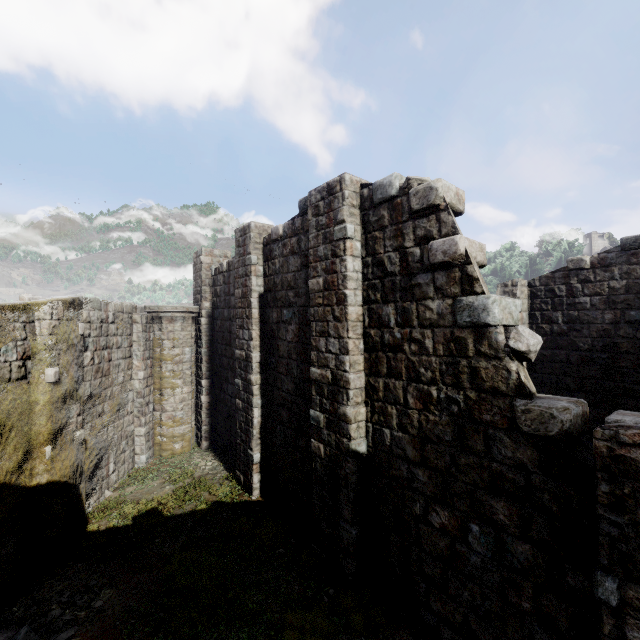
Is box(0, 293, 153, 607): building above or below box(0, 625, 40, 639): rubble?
above

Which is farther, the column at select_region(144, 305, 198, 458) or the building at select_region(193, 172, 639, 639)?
the column at select_region(144, 305, 198, 458)

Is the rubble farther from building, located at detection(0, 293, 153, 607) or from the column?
the column

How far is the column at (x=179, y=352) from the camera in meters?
13.0 m

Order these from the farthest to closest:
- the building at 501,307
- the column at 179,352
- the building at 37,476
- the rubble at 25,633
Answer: the column at 179,352
the building at 37,476
the rubble at 25,633
the building at 501,307

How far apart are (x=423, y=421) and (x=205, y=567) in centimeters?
536cm

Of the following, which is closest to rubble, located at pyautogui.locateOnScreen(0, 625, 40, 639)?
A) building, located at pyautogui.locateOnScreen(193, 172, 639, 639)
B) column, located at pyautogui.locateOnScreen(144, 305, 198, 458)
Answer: building, located at pyautogui.locateOnScreen(193, 172, 639, 639)
